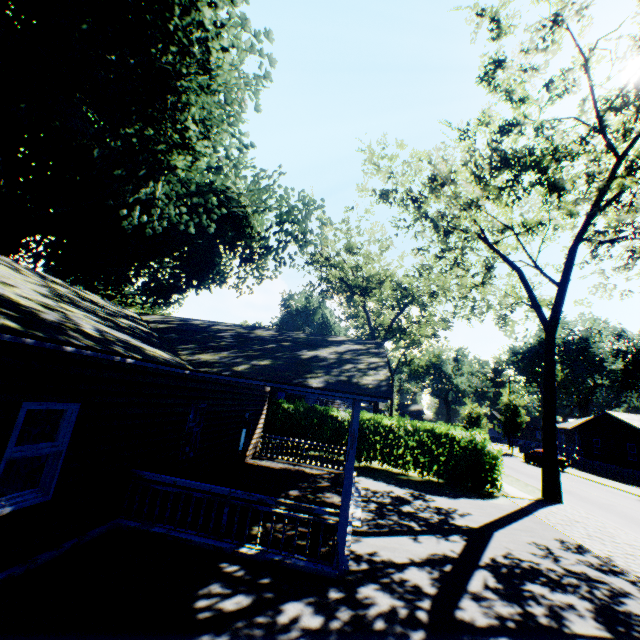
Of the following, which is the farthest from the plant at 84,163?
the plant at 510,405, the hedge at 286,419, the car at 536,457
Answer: the plant at 510,405

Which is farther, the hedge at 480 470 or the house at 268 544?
the hedge at 480 470

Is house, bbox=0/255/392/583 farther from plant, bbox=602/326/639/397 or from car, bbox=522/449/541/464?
car, bbox=522/449/541/464

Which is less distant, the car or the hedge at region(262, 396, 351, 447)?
the hedge at region(262, 396, 351, 447)

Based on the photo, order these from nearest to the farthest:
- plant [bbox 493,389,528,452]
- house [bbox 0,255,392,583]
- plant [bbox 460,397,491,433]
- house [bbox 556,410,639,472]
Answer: house [bbox 0,255,392,583], plant [bbox 460,397,491,433], house [bbox 556,410,639,472], plant [bbox 493,389,528,452]

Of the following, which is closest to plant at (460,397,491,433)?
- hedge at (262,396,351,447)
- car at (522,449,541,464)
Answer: hedge at (262,396,351,447)

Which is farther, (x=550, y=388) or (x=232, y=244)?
(x=232, y=244)

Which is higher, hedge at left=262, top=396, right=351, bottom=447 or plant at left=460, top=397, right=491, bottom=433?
plant at left=460, top=397, right=491, bottom=433
